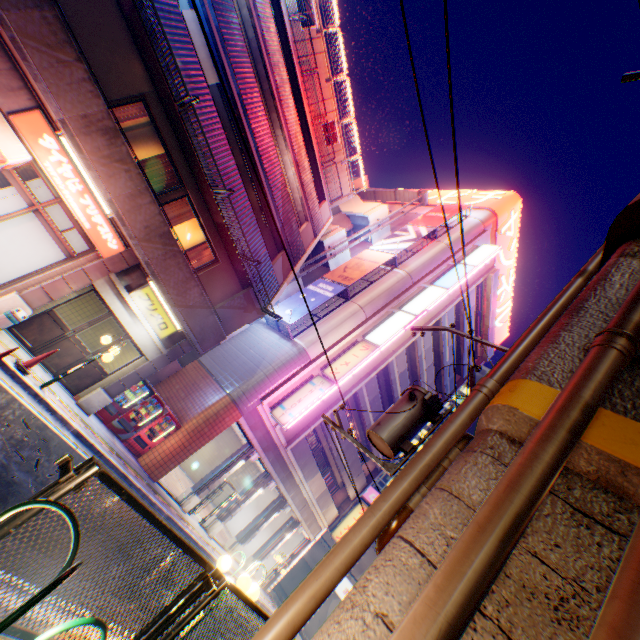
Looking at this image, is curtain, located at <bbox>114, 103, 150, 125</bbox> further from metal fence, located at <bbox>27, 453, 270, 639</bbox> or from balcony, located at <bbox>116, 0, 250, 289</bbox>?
metal fence, located at <bbox>27, 453, 270, 639</bbox>

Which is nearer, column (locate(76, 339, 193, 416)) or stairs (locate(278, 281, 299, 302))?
column (locate(76, 339, 193, 416))

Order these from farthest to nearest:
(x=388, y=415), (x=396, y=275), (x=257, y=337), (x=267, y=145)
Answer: (x=396, y=275) → (x=257, y=337) → (x=267, y=145) → (x=388, y=415)

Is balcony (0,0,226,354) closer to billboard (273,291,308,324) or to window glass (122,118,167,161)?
window glass (122,118,167,161)

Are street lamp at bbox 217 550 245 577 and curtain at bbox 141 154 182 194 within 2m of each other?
no

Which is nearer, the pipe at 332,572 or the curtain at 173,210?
the pipe at 332,572

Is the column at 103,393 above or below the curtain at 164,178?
below

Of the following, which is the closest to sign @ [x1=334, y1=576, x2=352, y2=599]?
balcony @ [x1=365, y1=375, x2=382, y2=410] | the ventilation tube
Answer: balcony @ [x1=365, y1=375, x2=382, y2=410]
